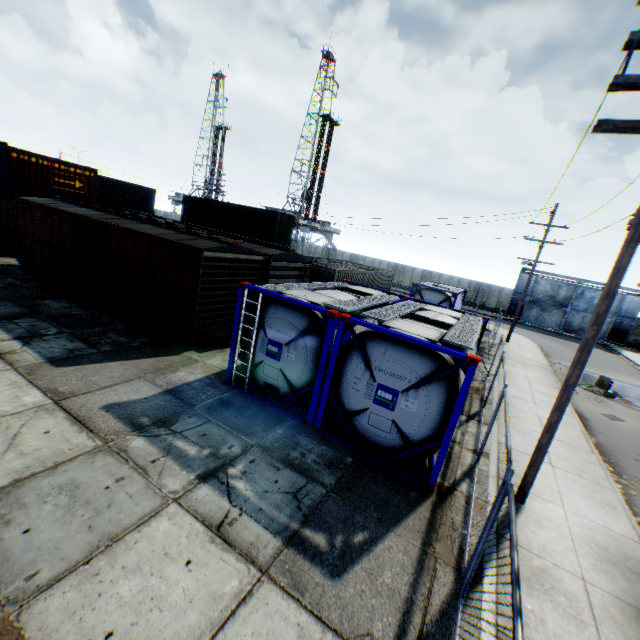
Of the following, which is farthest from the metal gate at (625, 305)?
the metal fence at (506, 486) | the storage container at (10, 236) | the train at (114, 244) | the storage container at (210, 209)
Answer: the storage container at (10, 236)

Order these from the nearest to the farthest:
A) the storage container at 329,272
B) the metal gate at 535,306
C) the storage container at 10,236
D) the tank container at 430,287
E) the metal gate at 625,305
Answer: the tank container at 430,287 → the storage container at 10,236 → the storage container at 329,272 → the metal gate at 625,305 → the metal gate at 535,306

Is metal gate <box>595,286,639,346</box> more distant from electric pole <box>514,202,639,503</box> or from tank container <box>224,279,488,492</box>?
tank container <box>224,279,488,492</box>

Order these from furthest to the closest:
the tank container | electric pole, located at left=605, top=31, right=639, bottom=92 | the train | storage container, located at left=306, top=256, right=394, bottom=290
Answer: storage container, located at left=306, top=256, right=394, bottom=290, the train, the tank container, electric pole, located at left=605, top=31, right=639, bottom=92

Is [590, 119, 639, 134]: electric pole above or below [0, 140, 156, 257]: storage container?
above

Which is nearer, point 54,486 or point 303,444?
point 54,486

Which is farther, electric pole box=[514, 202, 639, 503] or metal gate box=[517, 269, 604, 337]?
metal gate box=[517, 269, 604, 337]

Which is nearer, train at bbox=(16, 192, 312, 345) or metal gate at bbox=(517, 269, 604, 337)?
train at bbox=(16, 192, 312, 345)
